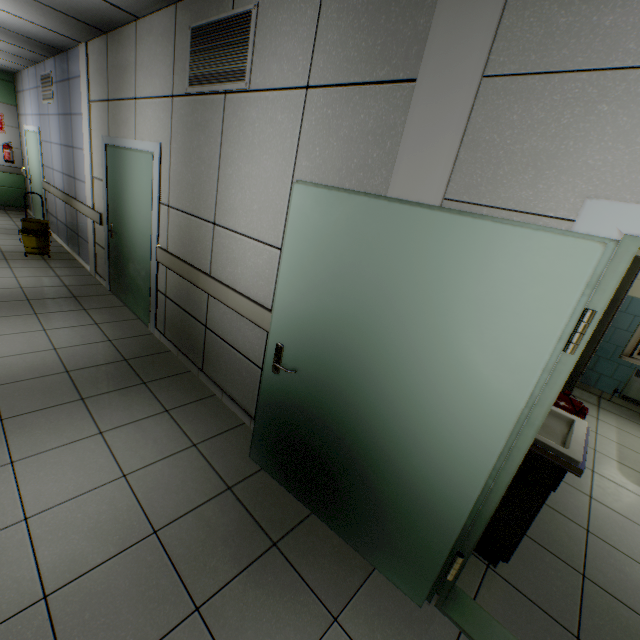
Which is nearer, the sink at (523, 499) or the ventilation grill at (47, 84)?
the sink at (523, 499)

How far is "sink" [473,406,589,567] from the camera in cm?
179

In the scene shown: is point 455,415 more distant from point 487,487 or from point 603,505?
point 603,505

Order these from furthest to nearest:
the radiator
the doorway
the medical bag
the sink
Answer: the radiator, the doorway, the medical bag, the sink

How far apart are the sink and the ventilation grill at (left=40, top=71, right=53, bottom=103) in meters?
8.3

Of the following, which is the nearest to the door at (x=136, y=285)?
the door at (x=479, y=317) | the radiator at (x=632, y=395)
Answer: the door at (x=479, y=317)

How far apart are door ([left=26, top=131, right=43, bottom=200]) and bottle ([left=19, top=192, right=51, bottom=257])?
1.9m

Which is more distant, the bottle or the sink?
the bottle
